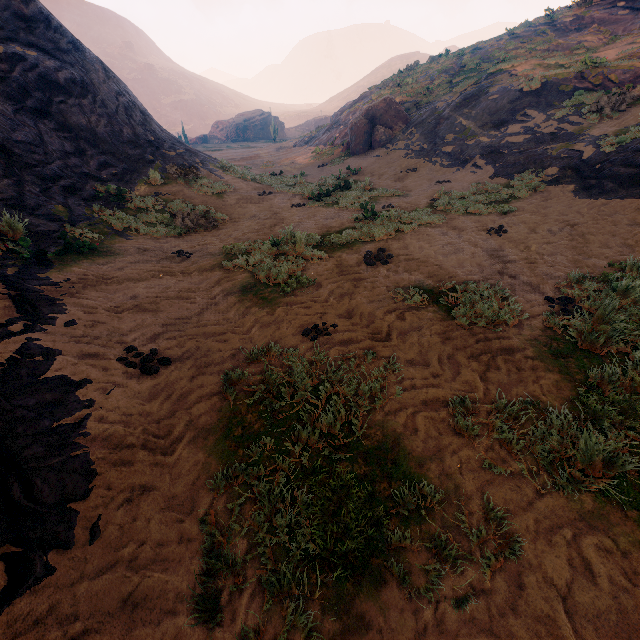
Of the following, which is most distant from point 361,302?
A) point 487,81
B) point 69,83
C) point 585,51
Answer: point 585,51

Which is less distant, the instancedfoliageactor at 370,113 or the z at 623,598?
the z at 623,598

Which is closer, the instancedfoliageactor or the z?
the z

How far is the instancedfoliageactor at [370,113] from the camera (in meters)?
18.73

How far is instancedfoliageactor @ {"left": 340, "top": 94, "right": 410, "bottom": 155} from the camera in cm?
1873
